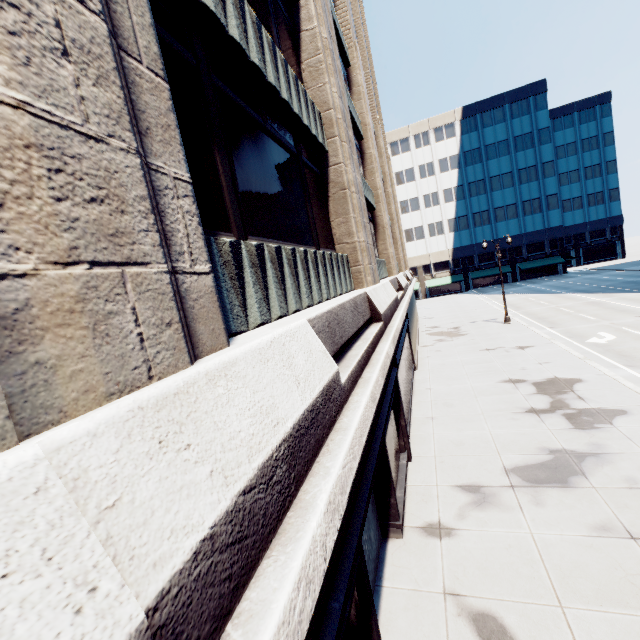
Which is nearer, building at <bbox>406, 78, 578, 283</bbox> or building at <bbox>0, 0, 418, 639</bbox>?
building at <bbox>0, 0, 418, 639</bbox>

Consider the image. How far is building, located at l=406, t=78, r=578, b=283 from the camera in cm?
5459

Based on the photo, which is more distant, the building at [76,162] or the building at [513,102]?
the building at [513,102]

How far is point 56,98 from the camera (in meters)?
1.51

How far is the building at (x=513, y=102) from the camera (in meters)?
54.59
